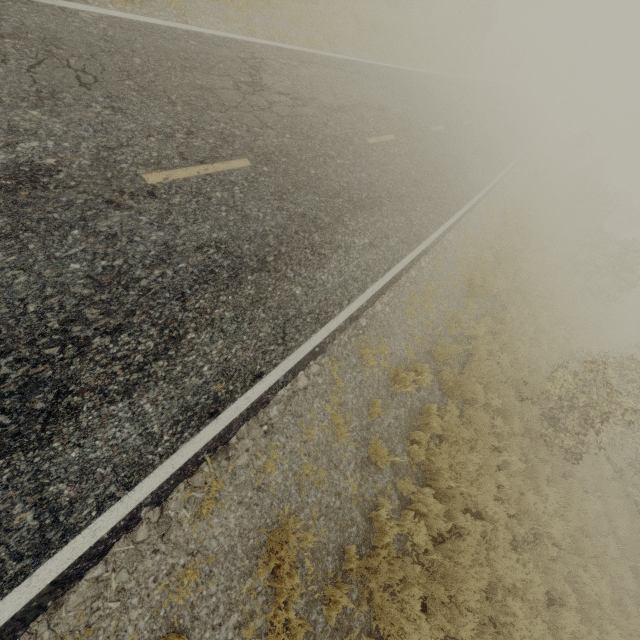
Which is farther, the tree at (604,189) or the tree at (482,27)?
the tree at (482,27)

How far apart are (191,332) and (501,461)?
7.75m

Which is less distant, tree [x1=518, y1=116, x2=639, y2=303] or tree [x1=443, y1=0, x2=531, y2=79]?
tree [x1=518, y1=116, x2=639, y2=303]
